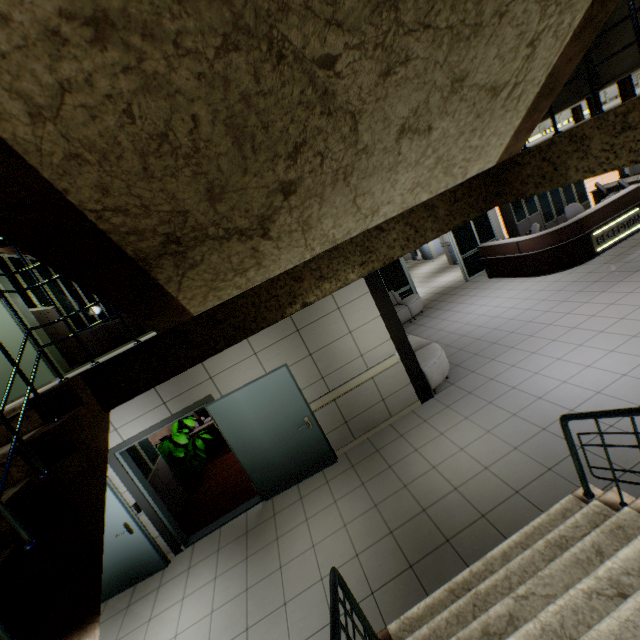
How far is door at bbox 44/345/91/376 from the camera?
4.73m

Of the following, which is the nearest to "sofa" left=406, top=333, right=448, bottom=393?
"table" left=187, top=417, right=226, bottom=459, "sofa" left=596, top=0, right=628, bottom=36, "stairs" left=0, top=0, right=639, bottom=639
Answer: "stairs" left=0, top=0, right=639, bottom=639

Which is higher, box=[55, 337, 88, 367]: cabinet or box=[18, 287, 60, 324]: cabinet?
box=[18, 287, 60, 324]: cabinet

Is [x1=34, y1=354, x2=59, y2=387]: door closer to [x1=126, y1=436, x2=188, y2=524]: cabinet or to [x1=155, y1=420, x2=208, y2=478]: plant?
[x1=126, y1=436, x2=188, y2=524]: cabinet

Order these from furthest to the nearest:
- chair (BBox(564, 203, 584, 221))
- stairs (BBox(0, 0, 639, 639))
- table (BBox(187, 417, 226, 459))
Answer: chair (BBox(564, 203, 584, 221))
table (BBox(187, 417, 226, 459))
stairs (BBox(0, 0, 639, 639))

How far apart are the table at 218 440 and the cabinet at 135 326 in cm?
274

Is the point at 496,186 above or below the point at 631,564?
above

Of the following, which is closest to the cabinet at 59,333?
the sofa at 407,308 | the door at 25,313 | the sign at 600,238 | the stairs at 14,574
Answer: the door at 25,313
